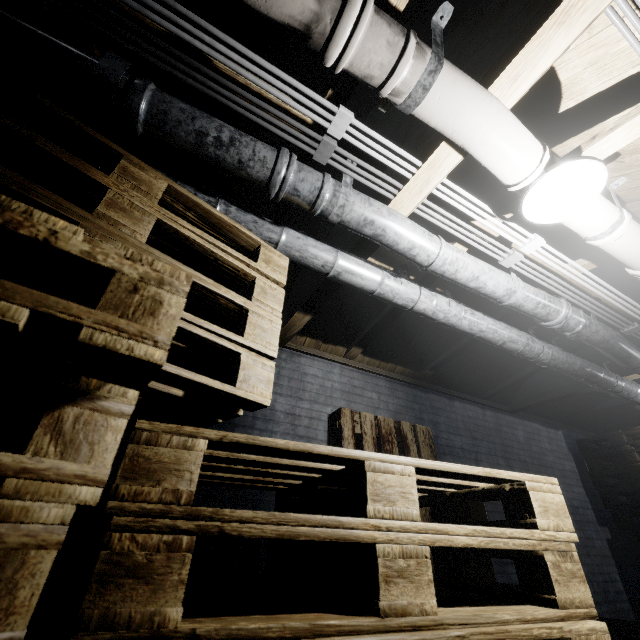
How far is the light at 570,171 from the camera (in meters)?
1.31

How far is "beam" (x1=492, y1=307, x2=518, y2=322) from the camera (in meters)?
2.75

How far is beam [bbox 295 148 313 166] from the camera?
1.7 meters

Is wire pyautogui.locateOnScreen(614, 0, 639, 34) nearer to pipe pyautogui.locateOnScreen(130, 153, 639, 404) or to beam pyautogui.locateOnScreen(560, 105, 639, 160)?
beam pyautogui.locateOnScreen(560, 105, 639, 160)

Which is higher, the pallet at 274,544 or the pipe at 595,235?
the pipe at 595,235

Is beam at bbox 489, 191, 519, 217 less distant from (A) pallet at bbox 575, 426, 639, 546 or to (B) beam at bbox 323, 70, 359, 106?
(B) beam at bbox 323, 70, 359, 106

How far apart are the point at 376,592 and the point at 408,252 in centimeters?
143cm

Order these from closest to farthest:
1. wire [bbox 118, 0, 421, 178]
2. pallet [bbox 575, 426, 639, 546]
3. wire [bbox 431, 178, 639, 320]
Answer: wire [bbox 118, 0, 421, 178], wire [bbox 431, 178, 639, 320], pallet [bbox 575, 426, 639, 546]
